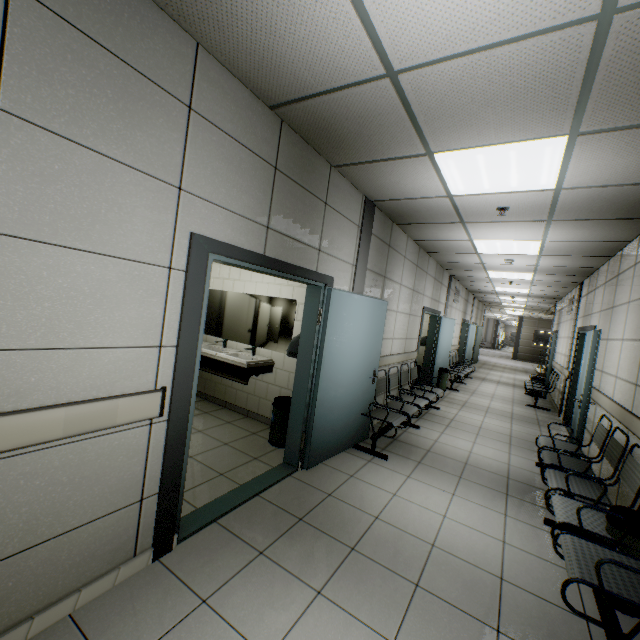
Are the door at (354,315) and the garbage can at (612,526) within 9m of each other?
yes

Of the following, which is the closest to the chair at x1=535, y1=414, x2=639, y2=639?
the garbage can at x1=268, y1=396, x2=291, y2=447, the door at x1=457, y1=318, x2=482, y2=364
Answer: the garbage can at x1=268, y1=396, x2=291, y2=447

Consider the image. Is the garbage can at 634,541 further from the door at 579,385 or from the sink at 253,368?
the sink at 253,368

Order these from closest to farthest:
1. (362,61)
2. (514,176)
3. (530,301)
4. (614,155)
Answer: (362,61)
(614,155)
(514,176)
(530,301)

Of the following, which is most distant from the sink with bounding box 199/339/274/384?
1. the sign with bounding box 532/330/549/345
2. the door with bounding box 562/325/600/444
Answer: the sign with bounding box 532/330/549/345

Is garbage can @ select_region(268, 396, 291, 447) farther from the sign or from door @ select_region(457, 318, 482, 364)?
the sign

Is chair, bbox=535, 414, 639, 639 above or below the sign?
below

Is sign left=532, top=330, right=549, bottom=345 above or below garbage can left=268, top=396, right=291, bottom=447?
above
